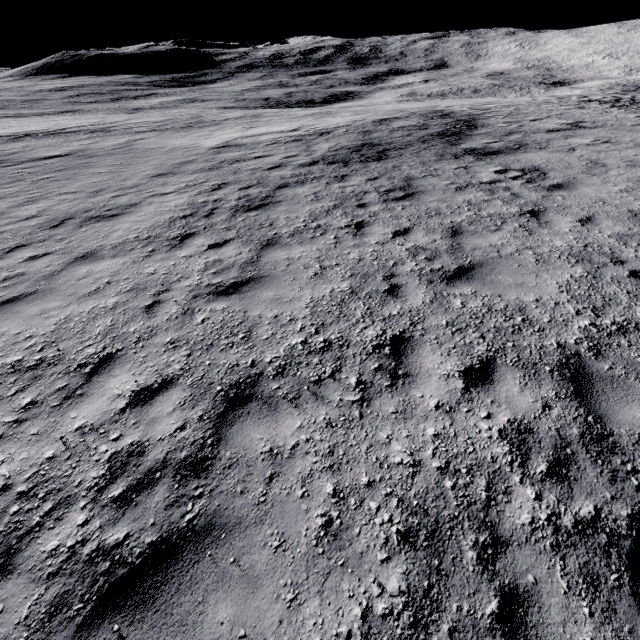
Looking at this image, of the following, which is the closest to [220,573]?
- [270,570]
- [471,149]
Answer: [270,570]
